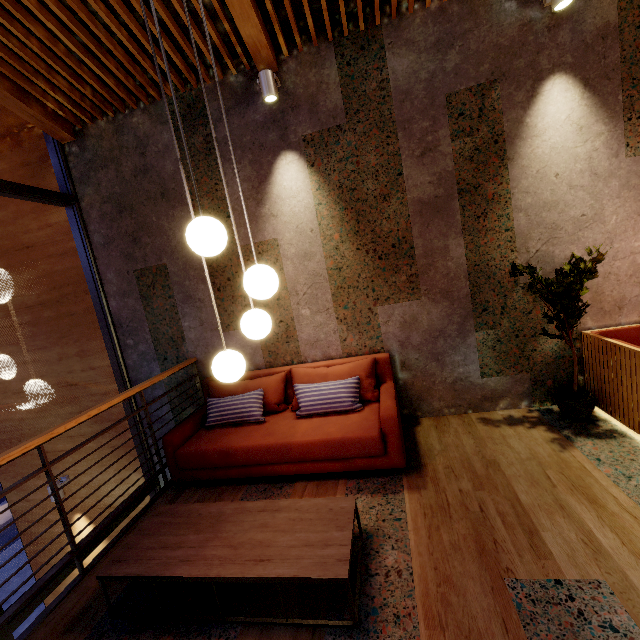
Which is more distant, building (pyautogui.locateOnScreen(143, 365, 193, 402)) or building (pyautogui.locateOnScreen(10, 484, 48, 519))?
building (pyautogui.locateOnScreen(10, 484, 48, 519))

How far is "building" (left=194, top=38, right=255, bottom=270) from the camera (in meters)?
3.57

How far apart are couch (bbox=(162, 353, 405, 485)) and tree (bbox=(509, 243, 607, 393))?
1.6 meters

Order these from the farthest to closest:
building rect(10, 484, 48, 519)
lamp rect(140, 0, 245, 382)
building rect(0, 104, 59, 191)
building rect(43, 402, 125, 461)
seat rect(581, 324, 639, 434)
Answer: building rect(10, 484, 48, 519), building rect(43, 402, 125, 461), building rect(0, 104, 59, 191), seat rect(581, 324, 639, 434), lamp rect(140, 0, 245, 382)

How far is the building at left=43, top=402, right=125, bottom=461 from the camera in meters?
4.6 m

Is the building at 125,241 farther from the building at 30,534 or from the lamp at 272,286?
the lamp at 272,286

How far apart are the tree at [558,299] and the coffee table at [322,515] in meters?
2.5

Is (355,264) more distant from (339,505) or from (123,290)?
(123,290)
